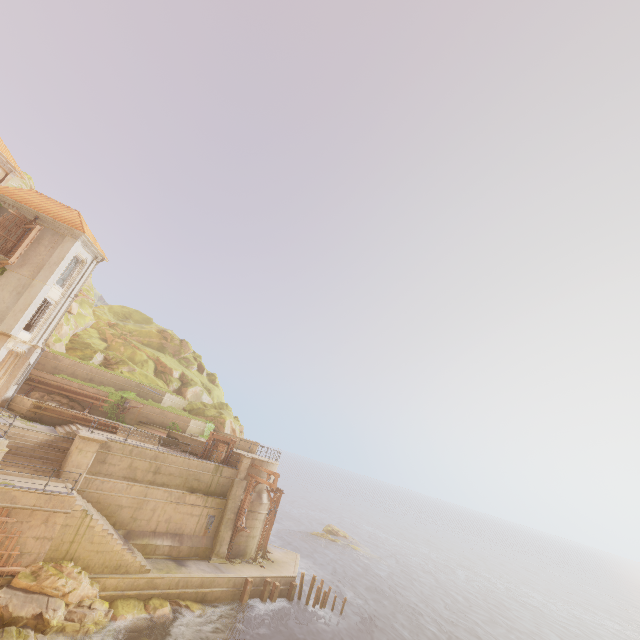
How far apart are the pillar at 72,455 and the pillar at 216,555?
9.6m

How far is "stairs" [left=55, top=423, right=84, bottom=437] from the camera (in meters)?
20.20

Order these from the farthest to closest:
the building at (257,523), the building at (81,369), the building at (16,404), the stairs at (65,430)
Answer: the building at (81,369) < the building at (257,523) < the stairs at (65,430) < the building at (16,404)

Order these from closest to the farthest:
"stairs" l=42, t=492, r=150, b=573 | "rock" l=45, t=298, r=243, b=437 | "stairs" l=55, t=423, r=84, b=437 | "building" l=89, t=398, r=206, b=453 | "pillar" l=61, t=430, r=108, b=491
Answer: "stairs" l=42, t=492, r=150, b=573, "pillar" l=61, t=430, r=108, b=491, "stairs" l=55, t=423, r=84, b=437, "building" l=89, t=398, r=206, b=453, "rock" l=45, t=298, r=243, b=437

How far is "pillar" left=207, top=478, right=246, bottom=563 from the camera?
22.8 meters

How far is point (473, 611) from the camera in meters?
37.8 m

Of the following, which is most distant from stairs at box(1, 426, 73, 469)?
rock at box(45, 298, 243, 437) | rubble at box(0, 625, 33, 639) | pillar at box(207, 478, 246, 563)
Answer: rock at box(45, 298, 243, 437)

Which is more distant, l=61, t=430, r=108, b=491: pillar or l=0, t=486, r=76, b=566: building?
l=61, t=430, r=108, b=491: pillar
